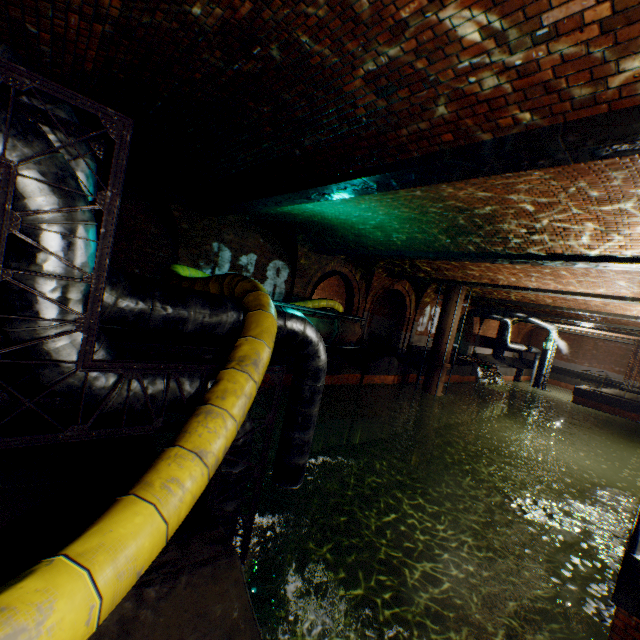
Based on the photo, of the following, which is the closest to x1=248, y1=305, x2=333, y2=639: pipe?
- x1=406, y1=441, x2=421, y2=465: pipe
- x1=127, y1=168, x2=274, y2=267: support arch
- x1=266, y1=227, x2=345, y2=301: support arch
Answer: x1=127, y1=168, x2=274, y2=267: support arch

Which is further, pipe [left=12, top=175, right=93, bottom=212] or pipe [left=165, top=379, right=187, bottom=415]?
pipe [left=165, top=379, right=187, bottom=415]

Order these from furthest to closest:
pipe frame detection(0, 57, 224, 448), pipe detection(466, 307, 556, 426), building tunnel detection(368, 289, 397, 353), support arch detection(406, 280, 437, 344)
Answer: pipe detection(466, 307, 556, 426) → building tunnel detection(368, 289, 397, 353) → support arch detection(406, 280, 437, 344) → pipe frame detection(0, 57, 224, 448)

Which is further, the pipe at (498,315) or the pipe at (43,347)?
the pipe at (498,315)

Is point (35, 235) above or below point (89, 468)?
above

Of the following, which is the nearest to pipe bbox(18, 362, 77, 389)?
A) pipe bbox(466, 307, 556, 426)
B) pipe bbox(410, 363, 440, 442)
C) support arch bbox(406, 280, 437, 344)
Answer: pipe bbox(410, 363, 440, 442)

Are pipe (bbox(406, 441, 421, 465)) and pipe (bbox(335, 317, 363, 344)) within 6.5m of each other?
no

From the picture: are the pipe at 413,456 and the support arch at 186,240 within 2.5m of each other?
no
